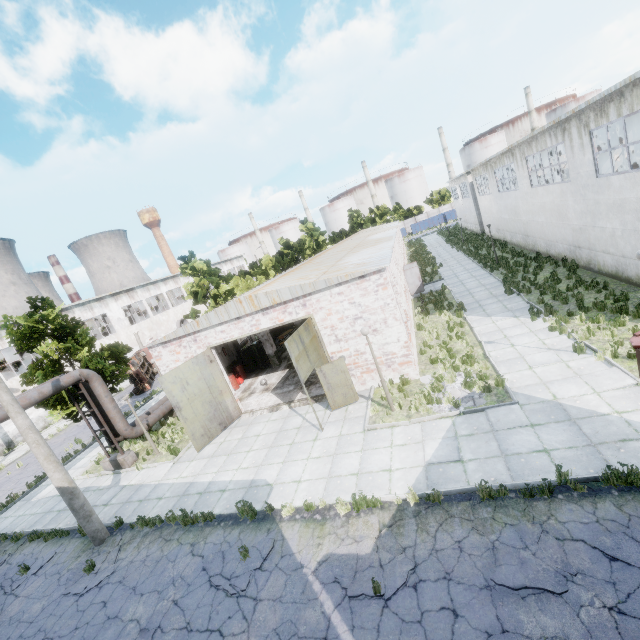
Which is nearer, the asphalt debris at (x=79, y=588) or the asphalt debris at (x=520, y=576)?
the asphalt debris at (x=520, y=576)

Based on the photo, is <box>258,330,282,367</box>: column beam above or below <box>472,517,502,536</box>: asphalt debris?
above

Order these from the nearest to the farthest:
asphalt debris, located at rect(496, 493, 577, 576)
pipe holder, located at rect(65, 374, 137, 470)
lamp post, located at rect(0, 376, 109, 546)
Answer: asphalt debris, located at rect(496, 493, 577, 576) → lamp post, located at rect(0, 376, 109, 546) → pipe holder, located at rect(65, 374, 137, 470)

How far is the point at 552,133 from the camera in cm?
1720

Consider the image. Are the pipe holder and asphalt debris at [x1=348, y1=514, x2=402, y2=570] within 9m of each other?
no

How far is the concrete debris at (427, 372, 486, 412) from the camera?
10.8 meters

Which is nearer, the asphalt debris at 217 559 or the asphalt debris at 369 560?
the asphalt debris at 369 560

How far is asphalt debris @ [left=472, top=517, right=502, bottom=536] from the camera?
6.70m
